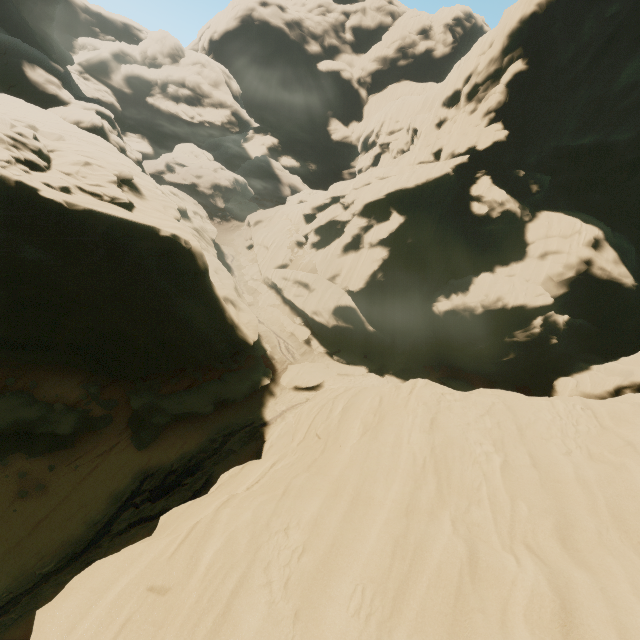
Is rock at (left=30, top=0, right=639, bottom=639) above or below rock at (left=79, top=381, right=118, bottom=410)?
above

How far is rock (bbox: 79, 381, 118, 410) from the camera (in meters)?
18.40

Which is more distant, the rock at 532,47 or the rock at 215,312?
the rock at 215,312

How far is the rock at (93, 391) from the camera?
18.40m

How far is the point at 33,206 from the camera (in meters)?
14.73

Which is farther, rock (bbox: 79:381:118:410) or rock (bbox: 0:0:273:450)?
rock (bbox: 79:381:118:410)

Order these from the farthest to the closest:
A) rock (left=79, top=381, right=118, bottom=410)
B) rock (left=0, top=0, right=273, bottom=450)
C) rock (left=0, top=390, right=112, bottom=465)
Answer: rock (left=79, top=381, right=118, bottom=410) < rock (left=0, top=390, right=112, bottom=465) < rock (left=0, top=0, right=273, bottom=450)
